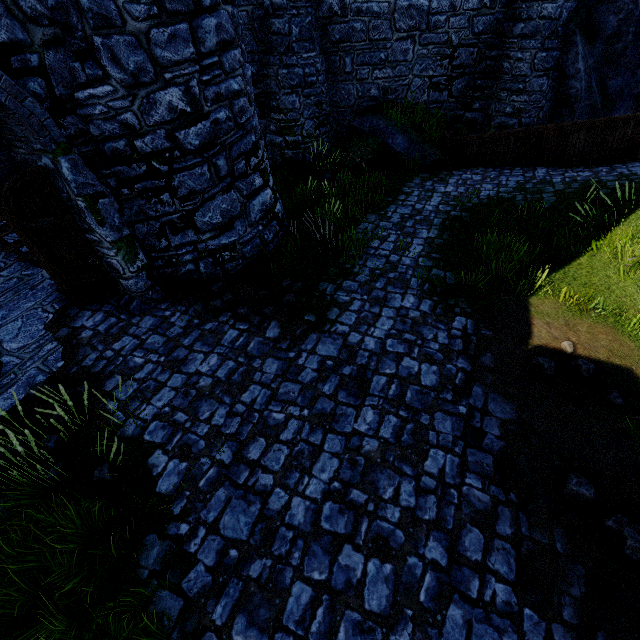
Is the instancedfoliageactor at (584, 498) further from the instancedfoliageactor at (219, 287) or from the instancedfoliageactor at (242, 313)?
the instancedfoliageactor at (219, 287)

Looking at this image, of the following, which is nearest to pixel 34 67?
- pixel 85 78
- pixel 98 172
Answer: pixel 85 78

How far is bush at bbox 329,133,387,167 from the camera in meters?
11.2

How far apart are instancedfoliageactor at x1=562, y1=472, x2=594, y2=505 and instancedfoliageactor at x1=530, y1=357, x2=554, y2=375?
1.5 meters

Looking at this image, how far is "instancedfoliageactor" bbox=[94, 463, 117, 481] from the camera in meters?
4.1 m

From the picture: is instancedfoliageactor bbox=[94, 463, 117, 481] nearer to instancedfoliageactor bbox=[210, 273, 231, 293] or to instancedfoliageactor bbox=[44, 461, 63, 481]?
instancedfoliageactor bbox=[44, 461, 63, 481]

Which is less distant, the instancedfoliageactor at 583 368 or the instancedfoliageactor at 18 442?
the instancedfoliageactor at 18 442

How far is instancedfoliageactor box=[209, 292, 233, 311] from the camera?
6.28m
